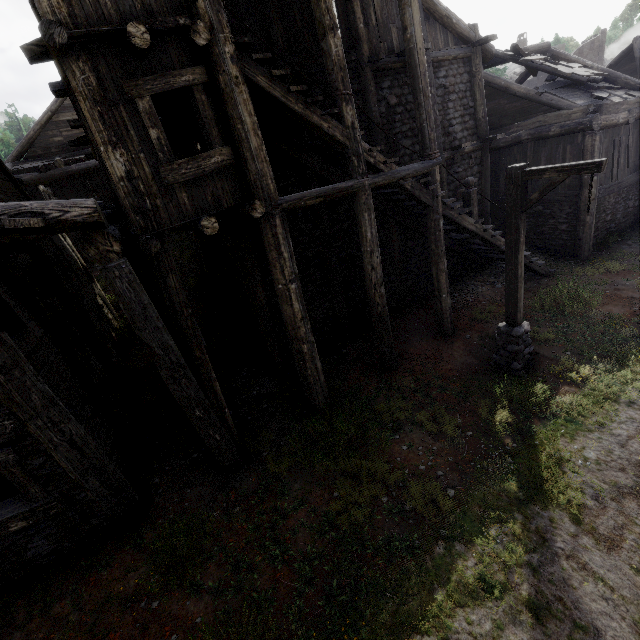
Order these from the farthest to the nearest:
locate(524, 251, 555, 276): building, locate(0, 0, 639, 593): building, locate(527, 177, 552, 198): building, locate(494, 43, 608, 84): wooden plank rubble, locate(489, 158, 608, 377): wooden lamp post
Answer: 1. locate(527, 177, 552, 198): building
2. locate(494, 43, 608, 84): wooden plank rubble
3. locate(524, 251, 555, 276): building
4. locate(489, 158, 608, 377): wooden lamp post
5. locate(0, 0, 639, 593): building

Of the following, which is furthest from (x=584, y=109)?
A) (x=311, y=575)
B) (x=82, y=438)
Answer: (x=82, y=438)

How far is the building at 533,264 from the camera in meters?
11.4

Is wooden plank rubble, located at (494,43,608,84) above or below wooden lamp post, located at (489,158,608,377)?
→ above

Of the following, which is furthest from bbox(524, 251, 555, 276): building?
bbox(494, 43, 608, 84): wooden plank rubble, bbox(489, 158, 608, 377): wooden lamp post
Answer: bbox(489, 158, 608, 377): wooden lamp post

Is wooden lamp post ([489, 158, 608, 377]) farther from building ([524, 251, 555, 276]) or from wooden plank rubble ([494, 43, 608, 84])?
wooden plank rubble ([494, 43, 608, 84])

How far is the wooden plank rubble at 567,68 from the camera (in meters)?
12.09
